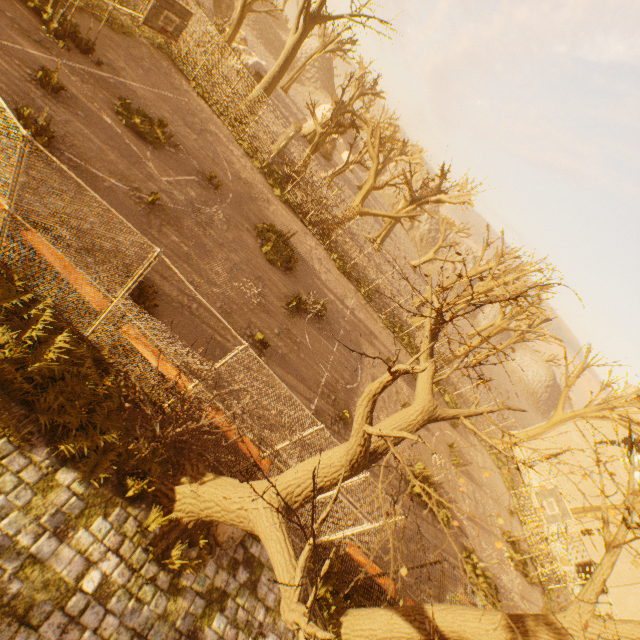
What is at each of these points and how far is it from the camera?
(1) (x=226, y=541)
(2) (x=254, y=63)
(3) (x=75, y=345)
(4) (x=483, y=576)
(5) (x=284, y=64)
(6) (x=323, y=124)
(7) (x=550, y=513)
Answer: (1) rock, 6.2 meters
(2) rock, 29.1 meters
(3) instancedfoliageactor, 6.0 meters
(4) instancedfoliageactor, 12.8 meters
(5) tree, 19.6 meters
(6) tree, 35.5 meters
(7) basketballbackboardstansion, 15.1 meters

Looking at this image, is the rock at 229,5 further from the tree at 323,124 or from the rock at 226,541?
the rock at 226,541

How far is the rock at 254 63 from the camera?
28.5m

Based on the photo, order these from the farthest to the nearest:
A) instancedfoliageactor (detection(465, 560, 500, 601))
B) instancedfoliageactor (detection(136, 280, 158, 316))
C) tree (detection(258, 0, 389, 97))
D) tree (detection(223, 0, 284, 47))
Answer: tree (detection(223, 0, 284, 47)) → tree (detection(258, 0, 389, 97)) → instancedfoliageactor (detection(465, 560, 500, 601)) → instancedfoliageactor (detection(136, 280, 158, 316))

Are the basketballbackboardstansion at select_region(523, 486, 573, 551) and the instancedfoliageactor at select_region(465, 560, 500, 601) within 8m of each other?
yes

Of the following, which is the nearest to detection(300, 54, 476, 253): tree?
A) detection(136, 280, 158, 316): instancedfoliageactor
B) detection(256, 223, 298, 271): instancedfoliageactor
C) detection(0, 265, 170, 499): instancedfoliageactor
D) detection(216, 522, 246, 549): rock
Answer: detection(216, 522, 246, 549): rock

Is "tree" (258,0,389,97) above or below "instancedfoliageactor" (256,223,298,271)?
above

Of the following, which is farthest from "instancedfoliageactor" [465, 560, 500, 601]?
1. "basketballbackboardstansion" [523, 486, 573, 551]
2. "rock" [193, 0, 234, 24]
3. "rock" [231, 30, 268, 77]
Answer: "rock" [193, 0, 234, 24]
